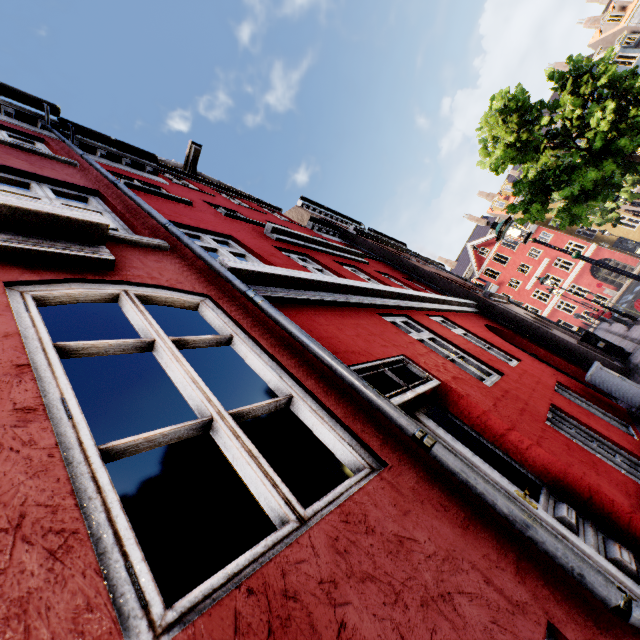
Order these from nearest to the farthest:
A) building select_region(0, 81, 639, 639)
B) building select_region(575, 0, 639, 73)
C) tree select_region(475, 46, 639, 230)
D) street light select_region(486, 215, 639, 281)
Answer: building select_region(0, 81, 639, 639), street light select_region(486, 215, 639, 281), tree select_region(475, 46, 639, 230), building select_region(575, 0, 639, 73)

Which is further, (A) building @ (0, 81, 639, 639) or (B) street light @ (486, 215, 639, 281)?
(B) street light @ (486, 215, 639, 281)

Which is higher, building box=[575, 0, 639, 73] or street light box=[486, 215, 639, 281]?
building box=[575, 0, 639, 73]

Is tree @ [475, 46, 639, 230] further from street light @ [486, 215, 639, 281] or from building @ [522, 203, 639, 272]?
street light @ [486, 215, 639, 281]

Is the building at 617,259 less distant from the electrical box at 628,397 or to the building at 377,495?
the building at 377,495

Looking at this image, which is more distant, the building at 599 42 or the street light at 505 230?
the building at 599 42

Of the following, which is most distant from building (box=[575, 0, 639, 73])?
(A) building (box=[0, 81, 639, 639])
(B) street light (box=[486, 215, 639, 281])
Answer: (B) street light (box=[486, 215, 639, 281])

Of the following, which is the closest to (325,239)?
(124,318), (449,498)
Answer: (124,318)
